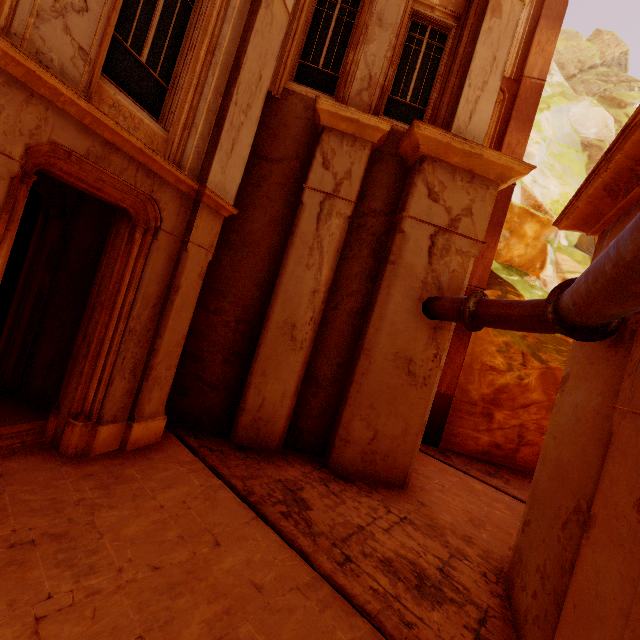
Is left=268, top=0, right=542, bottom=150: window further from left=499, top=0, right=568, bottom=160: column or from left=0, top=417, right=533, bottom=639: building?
→ left=0, top=417, right=533, bottom=639: building

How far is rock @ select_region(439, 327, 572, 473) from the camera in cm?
1139

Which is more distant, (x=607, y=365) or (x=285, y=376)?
(x=285, y=376)

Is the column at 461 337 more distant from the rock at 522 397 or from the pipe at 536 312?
the pipe at 536 312

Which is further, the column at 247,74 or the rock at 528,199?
the rock at 528,199

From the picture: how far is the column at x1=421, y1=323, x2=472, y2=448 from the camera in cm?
1116

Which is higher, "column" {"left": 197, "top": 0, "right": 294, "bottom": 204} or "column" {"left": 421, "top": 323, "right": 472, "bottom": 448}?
"column" {"left": 197, "top": 0, "right": 294, "bottom": 204}
